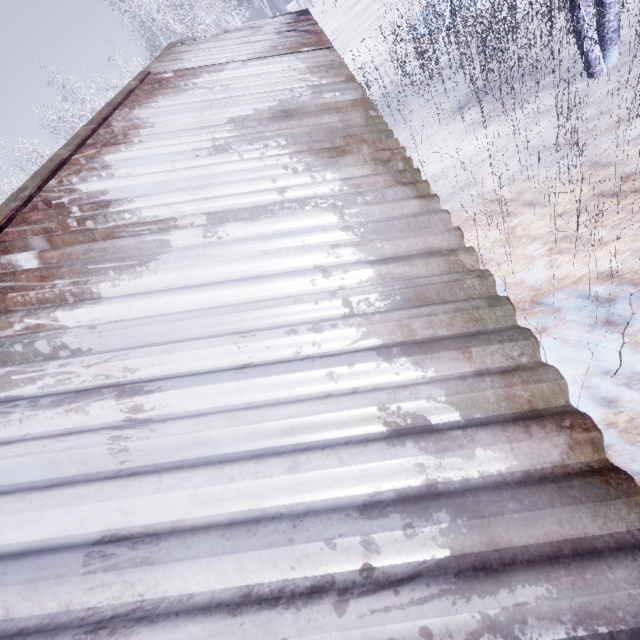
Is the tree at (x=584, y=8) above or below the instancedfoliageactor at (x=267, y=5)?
below

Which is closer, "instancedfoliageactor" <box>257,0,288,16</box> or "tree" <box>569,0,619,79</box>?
"tree" <box>569,0,619,79</box>

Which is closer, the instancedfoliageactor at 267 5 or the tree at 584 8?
the tree at 584 8

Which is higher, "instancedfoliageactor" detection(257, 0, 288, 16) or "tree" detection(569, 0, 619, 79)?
"instancedfoliageactor" detection(257, 0, 288, 16)

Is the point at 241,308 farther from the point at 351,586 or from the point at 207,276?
the point at 351,586
